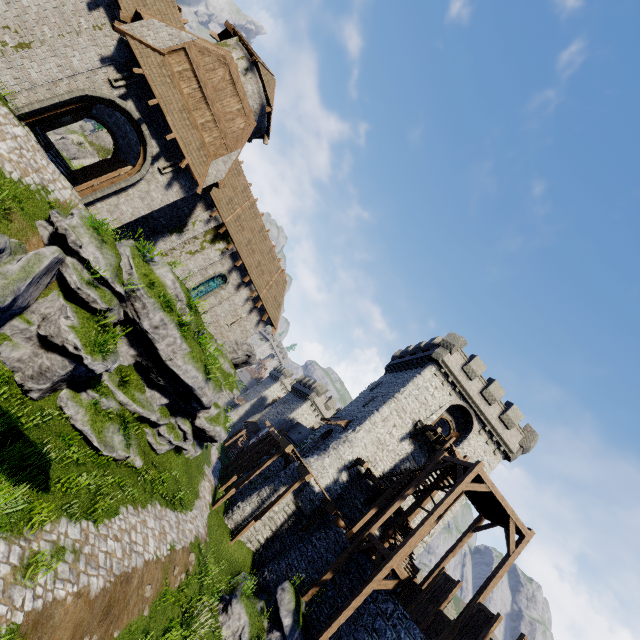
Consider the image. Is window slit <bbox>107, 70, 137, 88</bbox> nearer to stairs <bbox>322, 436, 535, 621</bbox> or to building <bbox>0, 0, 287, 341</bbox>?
building <bbox>0, 0, 287, 341</bbox>

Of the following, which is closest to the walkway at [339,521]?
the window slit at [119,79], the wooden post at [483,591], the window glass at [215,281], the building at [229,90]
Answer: the wooden post at [483,591]

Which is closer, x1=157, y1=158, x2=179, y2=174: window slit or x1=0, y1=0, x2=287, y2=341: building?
x1=0, y1=0, x2=287, y2=341: building

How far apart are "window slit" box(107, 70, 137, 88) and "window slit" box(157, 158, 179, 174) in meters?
2.9

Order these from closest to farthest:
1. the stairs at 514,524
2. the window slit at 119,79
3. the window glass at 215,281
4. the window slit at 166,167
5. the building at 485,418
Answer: the window slit at 119,79
the stairs at 514,524
the window slit at 166,167
the window glass at 215,281
the building at 485,418

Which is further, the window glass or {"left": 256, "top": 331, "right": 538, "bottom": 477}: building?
{"left": 256, "top": 331, "right": 538, "bottom": 477}: building

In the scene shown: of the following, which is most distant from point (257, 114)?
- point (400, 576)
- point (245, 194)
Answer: point (400, 576)

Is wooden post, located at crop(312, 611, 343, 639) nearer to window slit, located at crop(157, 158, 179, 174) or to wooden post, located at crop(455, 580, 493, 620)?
wooden post, located at crop(455, 580, 493, 620)
